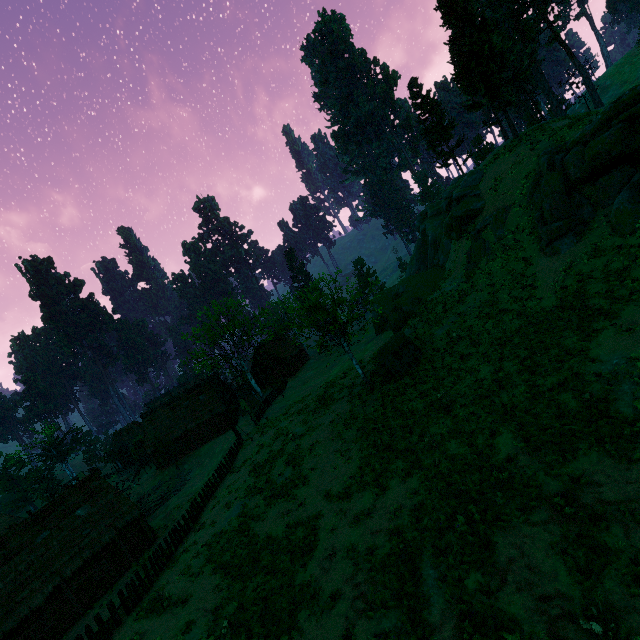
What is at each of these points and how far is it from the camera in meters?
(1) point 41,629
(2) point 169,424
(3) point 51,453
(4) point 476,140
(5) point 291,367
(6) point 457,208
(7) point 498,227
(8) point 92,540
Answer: (1) bp, 22.1 m
(2) building, 46.2 m
(3) treerock, 59.2 m
(4) treerock, 52.8 m
(5) building, 58.8 m
(6) rock, 30.1 m
(7) rock, 26.1 m
(8) building, 25.8 m

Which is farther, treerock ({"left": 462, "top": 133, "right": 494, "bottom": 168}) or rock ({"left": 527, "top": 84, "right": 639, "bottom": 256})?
treerock ({"left": 462, "top": 133, "right": 494, "bottom": 168})

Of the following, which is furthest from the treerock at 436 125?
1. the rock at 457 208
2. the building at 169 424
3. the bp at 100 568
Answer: the bp at 100 568

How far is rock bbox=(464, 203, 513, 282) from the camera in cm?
2569

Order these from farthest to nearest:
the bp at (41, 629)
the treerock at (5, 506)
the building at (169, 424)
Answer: the treerock at (5, 506), the building at (169, 424), the bp at (41, 629)

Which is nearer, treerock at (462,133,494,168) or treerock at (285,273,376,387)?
treerock at (285,273,376,387)

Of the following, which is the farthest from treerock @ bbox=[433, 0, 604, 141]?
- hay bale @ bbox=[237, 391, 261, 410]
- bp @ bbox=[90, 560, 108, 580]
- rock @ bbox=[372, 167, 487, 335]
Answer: bp @ bbox=[90, 560, 108, 580]

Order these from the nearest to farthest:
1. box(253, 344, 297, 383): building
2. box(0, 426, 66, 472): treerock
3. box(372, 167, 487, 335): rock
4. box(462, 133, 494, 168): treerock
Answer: box(372, 167, 487, 335): rock
box(462, 133, 494, 168): treerock
box(0, 426, 66, 472): treerock
box(253, 344, 297, 383): building
